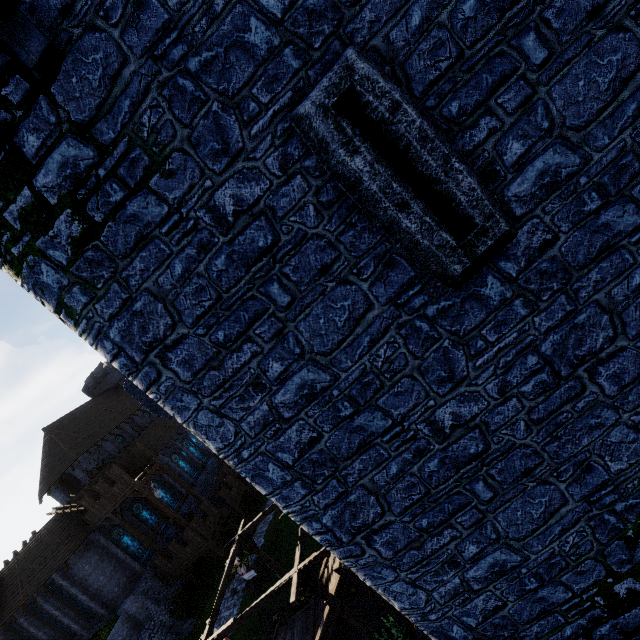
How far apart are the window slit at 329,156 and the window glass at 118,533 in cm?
3764

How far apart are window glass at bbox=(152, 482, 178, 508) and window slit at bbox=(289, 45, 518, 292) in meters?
41.1

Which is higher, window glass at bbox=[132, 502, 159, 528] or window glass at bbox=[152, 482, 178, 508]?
window glass at bbox=[132, 502, 159, 528]

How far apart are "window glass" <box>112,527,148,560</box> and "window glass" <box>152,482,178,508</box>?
4.5m

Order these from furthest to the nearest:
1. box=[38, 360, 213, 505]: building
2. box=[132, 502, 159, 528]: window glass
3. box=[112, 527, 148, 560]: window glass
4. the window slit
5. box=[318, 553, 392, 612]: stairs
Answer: box=[38, 360, 213, 505]: building, box=[132, 502, 159, 528]: window glass, box=[112, 527, 148, 560]: window glass, box=[318, 553, 392, 612]: stairs, the window slit

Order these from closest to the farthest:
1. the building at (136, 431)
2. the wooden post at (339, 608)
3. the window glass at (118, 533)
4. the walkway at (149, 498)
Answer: the wooden post at (339, 608) < the walkway at (149, 498) < the window glass at (118, 533) < the building at (136, 431)

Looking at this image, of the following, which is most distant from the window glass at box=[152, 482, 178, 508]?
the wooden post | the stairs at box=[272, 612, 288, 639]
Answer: the wooden post

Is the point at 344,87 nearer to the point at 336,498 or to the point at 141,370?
the point at 141,370
